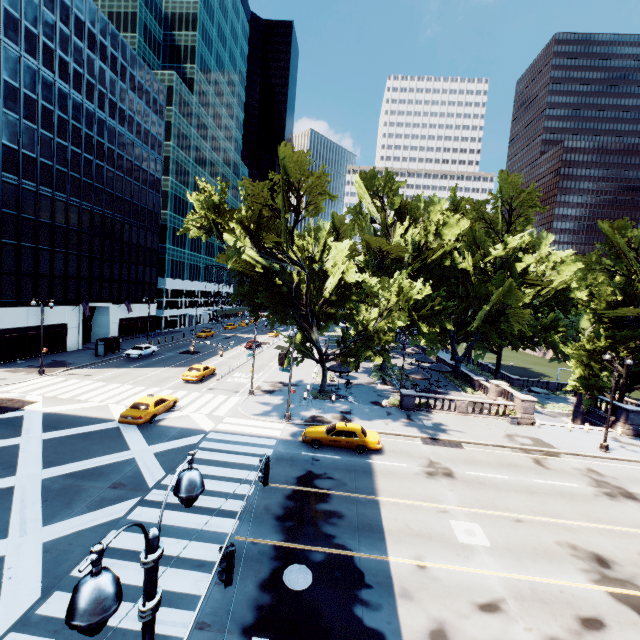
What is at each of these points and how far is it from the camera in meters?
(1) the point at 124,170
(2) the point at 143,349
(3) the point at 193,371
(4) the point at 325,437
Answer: (1) building, 49.5 m
(2) vehicle, 42.8 m
(3) vehicle, 33.9 m
(4) vehicle, 21.2 m

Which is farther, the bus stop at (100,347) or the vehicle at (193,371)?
the bus stop at (100,347)

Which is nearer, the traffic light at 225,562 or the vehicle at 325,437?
the traffic light at 225,562

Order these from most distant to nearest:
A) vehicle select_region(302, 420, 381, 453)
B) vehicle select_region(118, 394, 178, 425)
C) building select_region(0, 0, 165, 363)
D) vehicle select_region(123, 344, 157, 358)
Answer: vehicle select_region(123, 344, 157, 358), building select_region(0, 0, 165, 363), vehicle select_region(118, 394, 178, 425), vehicle select_region(302, 420, 381, 453)

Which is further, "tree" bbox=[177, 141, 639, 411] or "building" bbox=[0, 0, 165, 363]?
"building" bbox=[0, 0, 165, 363]

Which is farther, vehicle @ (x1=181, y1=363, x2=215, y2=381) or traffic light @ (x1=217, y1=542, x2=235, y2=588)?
vehicle @ (x1=181, y1=363, x2=215, y2=381)

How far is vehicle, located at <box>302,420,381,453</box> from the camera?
21.0 meters

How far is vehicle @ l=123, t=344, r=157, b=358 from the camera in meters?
41.1 m
